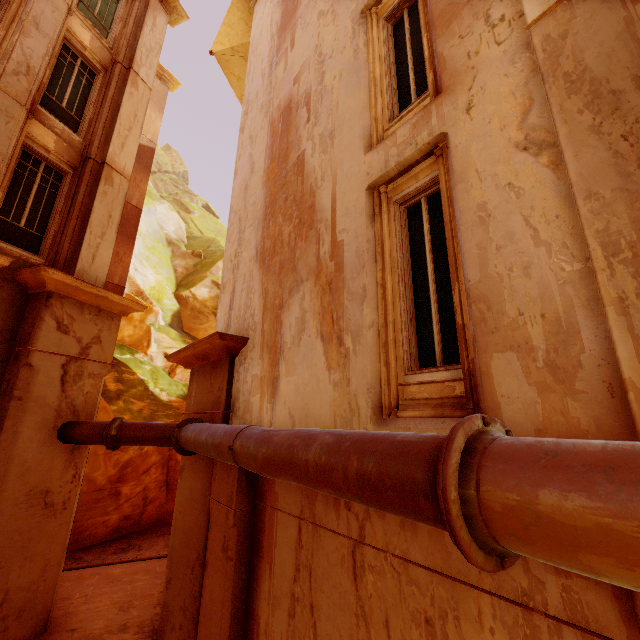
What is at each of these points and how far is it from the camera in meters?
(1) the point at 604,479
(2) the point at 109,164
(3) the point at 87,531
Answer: (1) pipe, 1.2 m
(2) window, 9.4 m
(3) rock, 11.5 m

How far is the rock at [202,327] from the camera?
14.9 meters

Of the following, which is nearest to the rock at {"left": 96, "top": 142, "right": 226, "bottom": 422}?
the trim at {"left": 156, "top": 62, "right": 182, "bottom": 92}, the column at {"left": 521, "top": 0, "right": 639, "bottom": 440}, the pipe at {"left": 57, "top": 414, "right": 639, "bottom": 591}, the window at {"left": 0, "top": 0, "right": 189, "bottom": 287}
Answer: the pipe at {"left": 57, "top": 414, "right": 639, "bottom": 591}

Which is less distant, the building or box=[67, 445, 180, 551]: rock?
the building

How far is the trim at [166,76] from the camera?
16.5 meters

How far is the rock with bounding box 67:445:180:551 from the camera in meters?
11.6 m

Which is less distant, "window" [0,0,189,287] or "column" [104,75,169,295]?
"window" [0,0,189,287]

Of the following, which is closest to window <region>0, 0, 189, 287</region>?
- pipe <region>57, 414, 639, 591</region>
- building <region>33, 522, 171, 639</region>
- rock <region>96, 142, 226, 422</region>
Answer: pipe <region>57, 414, 639, 591</region>
